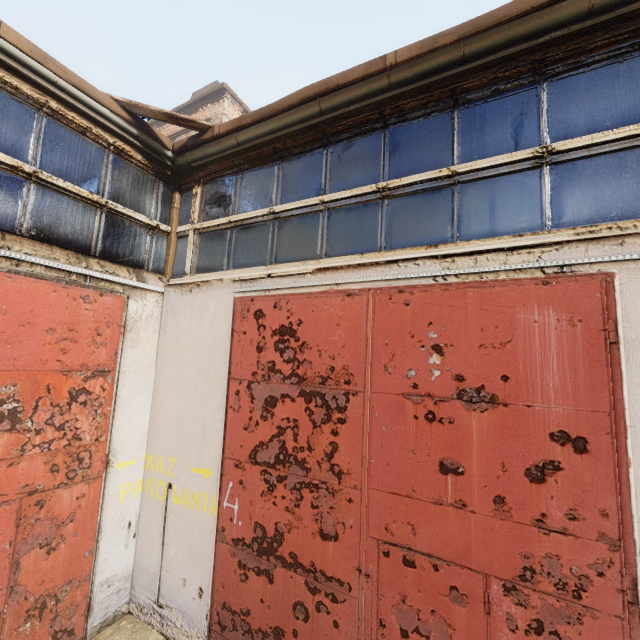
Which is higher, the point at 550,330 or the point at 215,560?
the point at 550,330

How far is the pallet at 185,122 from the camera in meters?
4.2 m

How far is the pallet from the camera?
4.20m
